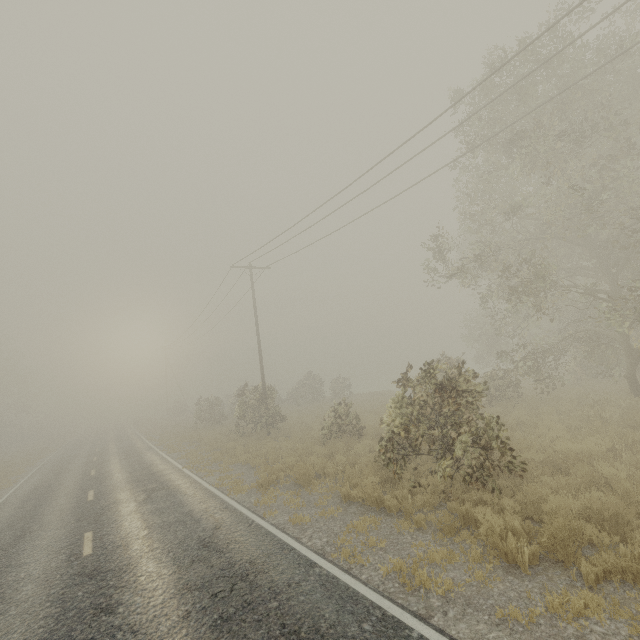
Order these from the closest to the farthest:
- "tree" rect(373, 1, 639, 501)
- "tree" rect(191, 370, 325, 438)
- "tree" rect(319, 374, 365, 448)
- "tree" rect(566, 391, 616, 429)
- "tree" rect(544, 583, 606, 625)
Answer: "tree" rect(544, 583, 606, 625) → "tree" rect(373, 1, 639, 501) → "tree" rect(566, 391, 616, 429) → "tree" rect(319, 374, 365, 448) → "tree" rect(191, 370, 325, 438)

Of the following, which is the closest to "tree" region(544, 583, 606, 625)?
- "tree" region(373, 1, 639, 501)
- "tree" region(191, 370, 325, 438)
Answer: "tree" region(191, 370, 325, 438)

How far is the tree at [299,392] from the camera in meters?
21.4

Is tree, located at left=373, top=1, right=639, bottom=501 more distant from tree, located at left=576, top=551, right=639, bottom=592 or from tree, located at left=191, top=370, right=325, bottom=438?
tree, located at left=191, top=370, right=325, bottom=438

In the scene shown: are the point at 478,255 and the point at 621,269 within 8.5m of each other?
yes

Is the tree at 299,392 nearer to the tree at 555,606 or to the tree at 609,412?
the tree at 555,606
